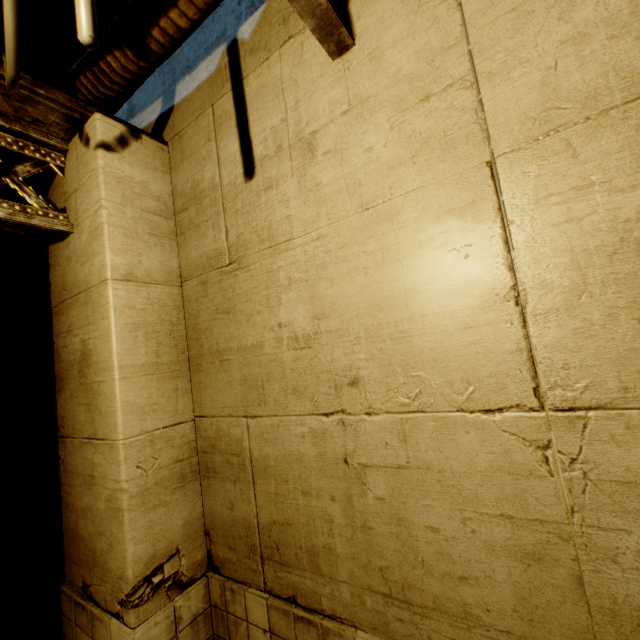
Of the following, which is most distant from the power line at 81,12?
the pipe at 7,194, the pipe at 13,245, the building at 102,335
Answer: the pipe at 13,245

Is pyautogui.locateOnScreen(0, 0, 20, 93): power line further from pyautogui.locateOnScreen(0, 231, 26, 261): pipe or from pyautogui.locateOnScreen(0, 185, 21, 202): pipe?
Answer: pyautogui.locateOnScreen(0, 231, 26, 261): pipe

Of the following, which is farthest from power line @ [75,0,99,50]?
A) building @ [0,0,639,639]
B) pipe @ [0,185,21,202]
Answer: pipe @ [0,185,21,202]

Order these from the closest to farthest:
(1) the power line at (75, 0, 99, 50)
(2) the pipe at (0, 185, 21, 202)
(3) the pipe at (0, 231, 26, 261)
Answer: (1) the power line at (75, 0, 99, 50), (2) the pipe at (0, 185, 21, 202), (3) the pipe at (0, 231, 26, 261)

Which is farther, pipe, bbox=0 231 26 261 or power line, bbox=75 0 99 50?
pipe, bbox=0 231 26 261

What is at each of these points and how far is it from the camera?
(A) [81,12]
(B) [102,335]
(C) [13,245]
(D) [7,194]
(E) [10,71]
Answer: (A) power line, 1.12m
(B) building, 2.66m
(C) pipe, 4.69m
(D) pipe, 3.60m
(E) power line, 1.53m

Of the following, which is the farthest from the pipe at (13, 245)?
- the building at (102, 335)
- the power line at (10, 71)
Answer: the power line at (10, 71)
